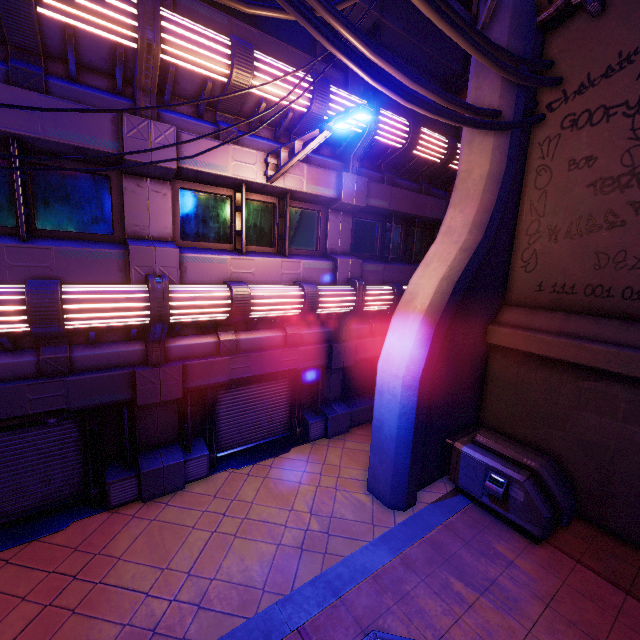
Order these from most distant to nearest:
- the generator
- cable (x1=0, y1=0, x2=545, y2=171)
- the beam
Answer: the generator → the beam → cable (x1=0, y1=0, x2=545, y2=171)

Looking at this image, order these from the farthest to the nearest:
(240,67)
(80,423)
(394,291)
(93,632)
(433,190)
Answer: (433,190) → (394,291) → (80,423) → (240,67) → (93,632)

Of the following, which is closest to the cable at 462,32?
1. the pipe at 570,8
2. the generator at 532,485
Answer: the pipe at 570,8

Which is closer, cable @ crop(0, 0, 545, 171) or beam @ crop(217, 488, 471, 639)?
cable @ crop(0, 0, 545, 171)

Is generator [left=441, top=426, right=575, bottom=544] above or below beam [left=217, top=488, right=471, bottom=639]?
above

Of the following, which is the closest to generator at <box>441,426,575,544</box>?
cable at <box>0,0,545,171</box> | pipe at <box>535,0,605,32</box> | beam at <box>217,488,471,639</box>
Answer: beam at <box>217,488,471,639</box>

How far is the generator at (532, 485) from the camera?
6.3 meters
